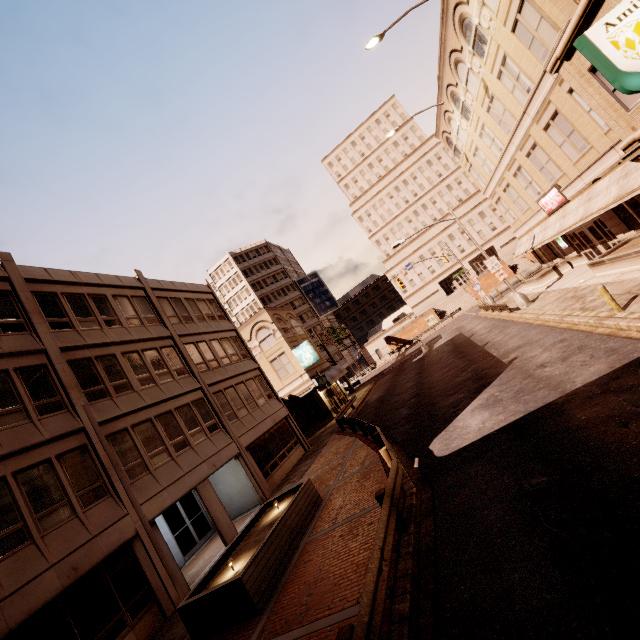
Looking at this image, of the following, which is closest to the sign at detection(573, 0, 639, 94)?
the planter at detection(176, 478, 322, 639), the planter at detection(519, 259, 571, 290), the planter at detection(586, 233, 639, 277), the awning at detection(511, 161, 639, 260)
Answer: the awning at detection(511, 161, 639, 260)

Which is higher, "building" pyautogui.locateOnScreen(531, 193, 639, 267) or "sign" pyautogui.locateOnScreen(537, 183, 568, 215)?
"sign" pyautogui.locateOnScreen(537, 183, 568, 215)

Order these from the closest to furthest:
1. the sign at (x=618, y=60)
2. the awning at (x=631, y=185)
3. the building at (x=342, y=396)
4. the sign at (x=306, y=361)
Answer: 1. the sign at (x=618, y=60)
2. the awning at (x=631, y=185)
3. the sign at (x=306, y=361)
4. the building at (x=342, y=396)

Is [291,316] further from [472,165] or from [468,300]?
[468,300]

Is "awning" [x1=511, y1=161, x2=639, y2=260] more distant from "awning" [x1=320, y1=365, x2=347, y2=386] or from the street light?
"awning" [x1=320, y1=365, x2=347, y2=386]

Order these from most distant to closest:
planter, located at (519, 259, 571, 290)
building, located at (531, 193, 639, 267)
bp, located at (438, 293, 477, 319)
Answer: bp, located at (438, 293, 477, 319), planter, located at (519, 259, 571, 290), building, located at (531, 193, 639, 267)

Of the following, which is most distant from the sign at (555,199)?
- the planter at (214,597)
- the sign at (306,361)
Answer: the planter at (214,597)

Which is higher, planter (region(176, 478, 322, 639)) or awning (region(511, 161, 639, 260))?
awning (region(511, 161, 639, 260))
